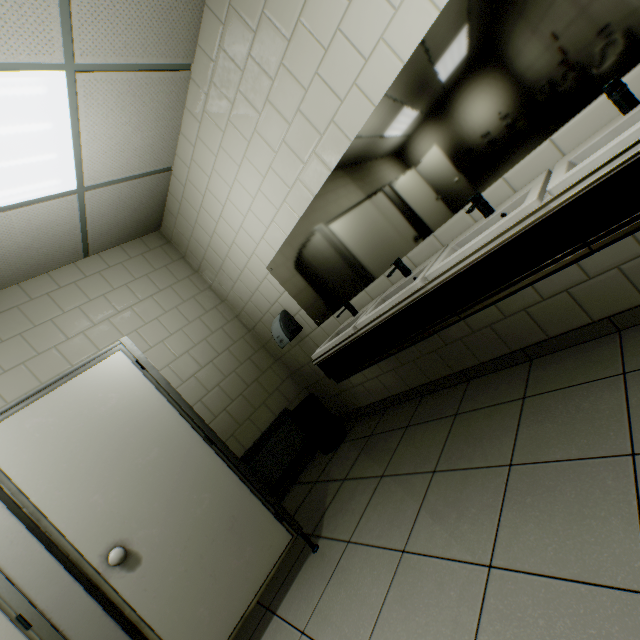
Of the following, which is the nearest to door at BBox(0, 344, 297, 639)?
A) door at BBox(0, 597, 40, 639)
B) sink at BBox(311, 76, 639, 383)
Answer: door at BBox(0, 597, 40, 639)

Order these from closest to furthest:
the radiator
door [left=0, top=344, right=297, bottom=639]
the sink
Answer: the sink < door [left=0, top=344, right=297, bottom=639] < the radiator

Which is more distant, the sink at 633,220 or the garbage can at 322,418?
the garbage can at 322,418

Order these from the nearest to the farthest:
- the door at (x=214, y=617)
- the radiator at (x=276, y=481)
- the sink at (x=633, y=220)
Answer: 1. the sink at (x=633, y=220)
2. the door at (x=214, y=617)
3. the radiator at (x=276, y=481)

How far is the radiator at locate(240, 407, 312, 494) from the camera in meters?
3.3 m

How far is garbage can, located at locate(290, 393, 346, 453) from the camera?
3.43m

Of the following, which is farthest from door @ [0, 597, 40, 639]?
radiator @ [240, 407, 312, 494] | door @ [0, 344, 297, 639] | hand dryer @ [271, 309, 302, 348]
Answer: hand dryer @ [271, 309, 302, 348]

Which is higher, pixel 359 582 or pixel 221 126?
pixel 221 126
